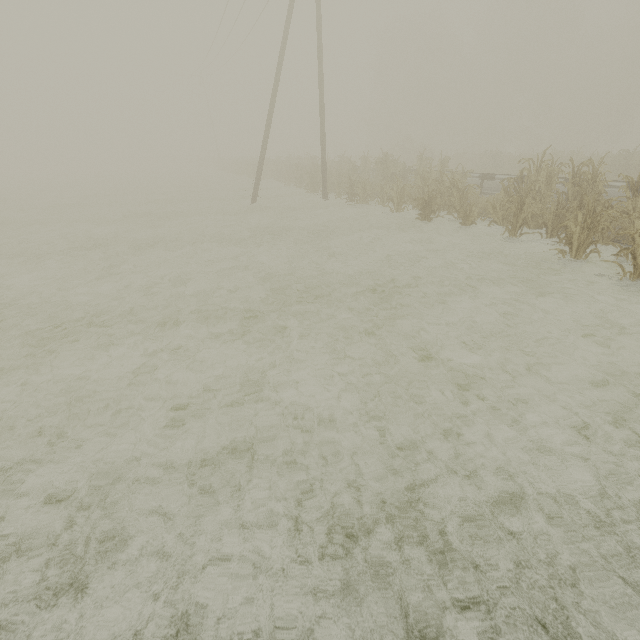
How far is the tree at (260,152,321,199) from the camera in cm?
1942

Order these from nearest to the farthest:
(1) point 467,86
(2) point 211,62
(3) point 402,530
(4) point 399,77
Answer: (3) point 402,530 → (2) point 211,62 → (1) point 467,86 → (4) point 399,77

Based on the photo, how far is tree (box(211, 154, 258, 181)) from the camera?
31.9 meters

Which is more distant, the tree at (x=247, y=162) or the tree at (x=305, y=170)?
the tree at (x=247, y=162)

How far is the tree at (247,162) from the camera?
31.9 meters

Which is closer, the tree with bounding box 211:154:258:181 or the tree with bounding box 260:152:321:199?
the tree with bounding box 260:152:321:199
